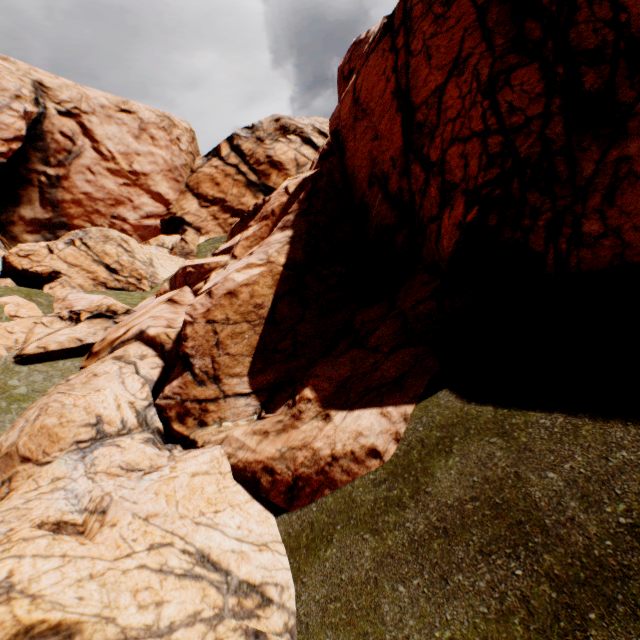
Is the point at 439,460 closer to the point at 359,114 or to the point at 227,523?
the point at 227,523
